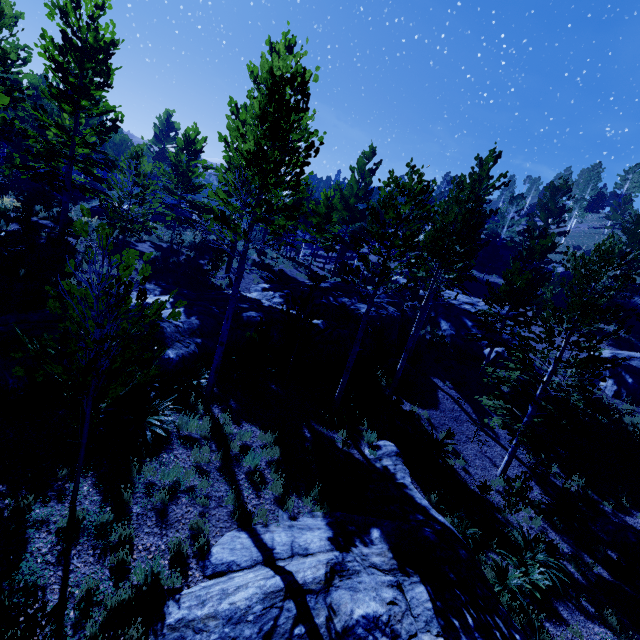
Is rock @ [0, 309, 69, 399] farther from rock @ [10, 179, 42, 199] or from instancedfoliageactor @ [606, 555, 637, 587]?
rock @ [10, 179, 42, 199]

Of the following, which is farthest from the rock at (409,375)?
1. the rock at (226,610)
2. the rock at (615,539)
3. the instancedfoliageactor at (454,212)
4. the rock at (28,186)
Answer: the rock at (28,186)

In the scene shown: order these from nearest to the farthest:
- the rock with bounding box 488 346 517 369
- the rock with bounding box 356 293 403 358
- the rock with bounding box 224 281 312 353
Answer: the rock with bounding box 224 281 312 353
the rock with bounding box 356 293 403 358
the rock with bounding box 488 346 517 369

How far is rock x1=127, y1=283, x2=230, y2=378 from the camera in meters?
9.7 m

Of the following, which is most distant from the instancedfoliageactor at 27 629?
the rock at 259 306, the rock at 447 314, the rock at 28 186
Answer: the rock at 28 186

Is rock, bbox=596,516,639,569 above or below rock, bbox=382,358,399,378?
below

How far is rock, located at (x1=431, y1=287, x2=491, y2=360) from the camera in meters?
21.5 m

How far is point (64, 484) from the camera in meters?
5.9 m
